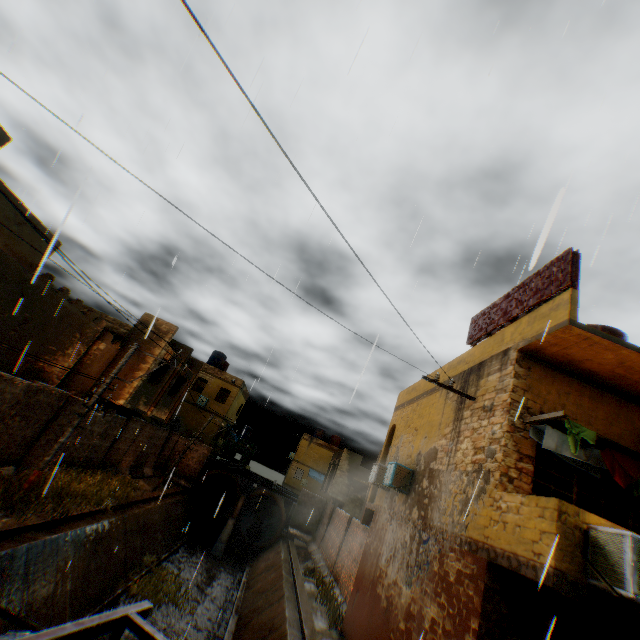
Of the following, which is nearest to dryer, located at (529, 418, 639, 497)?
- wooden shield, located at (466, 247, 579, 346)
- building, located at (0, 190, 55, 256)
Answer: building, located at (0, 190, 55, 256)

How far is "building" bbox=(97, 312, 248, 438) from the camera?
17.92m

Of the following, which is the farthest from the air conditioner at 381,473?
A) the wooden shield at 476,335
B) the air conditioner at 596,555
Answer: the wooden shield at 476,335

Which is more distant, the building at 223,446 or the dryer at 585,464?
the building at 223,446

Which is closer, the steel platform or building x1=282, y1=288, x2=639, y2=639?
the steel platform

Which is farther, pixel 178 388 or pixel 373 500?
pixel 178 388

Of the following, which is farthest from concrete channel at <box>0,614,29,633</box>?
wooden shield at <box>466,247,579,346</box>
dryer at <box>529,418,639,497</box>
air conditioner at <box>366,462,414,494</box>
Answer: wooden shield at <box>466,247,579,346</box>
